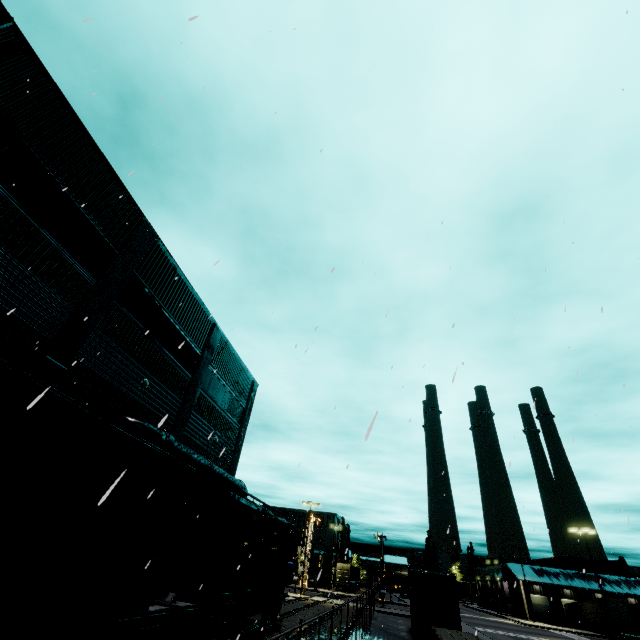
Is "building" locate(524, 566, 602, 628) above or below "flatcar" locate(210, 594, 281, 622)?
above

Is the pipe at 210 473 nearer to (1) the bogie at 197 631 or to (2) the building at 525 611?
(2) the building at 525 611

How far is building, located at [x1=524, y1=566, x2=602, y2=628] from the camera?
55.3m

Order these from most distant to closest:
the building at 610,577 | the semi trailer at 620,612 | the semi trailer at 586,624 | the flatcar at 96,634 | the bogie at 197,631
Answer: the building at 610,577 → the semi trailer at 586,624 → the semi trailer at 620,612 → the bogie at 197,631 → the flatcar at 96,634

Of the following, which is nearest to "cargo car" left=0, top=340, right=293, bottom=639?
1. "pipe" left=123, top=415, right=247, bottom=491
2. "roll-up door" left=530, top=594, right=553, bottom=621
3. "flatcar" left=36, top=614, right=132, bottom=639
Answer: "flatcar" left=36, top=614, right=132, bottom=639

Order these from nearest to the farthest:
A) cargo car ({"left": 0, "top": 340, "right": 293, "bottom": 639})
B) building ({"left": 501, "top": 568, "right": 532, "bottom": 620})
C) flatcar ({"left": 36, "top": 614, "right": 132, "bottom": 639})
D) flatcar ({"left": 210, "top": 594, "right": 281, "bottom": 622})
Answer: cargo car ({"left": 0, "top": 340, "right": 293, "bottom": 639})
flatcar ({"left": 36, "top": 614, "right": 132, "bottom": 639})
flatcar ({"left": 210, "top": 594, "right": 281, "bottom": 622})
building ({"left": 501, "top": 568, "right": 532, "bottom": 620})

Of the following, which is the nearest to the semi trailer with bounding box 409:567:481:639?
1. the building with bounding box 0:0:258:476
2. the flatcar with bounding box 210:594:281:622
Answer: the building with bounding box 0:0:258:476

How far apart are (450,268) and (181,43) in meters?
11.7 m
